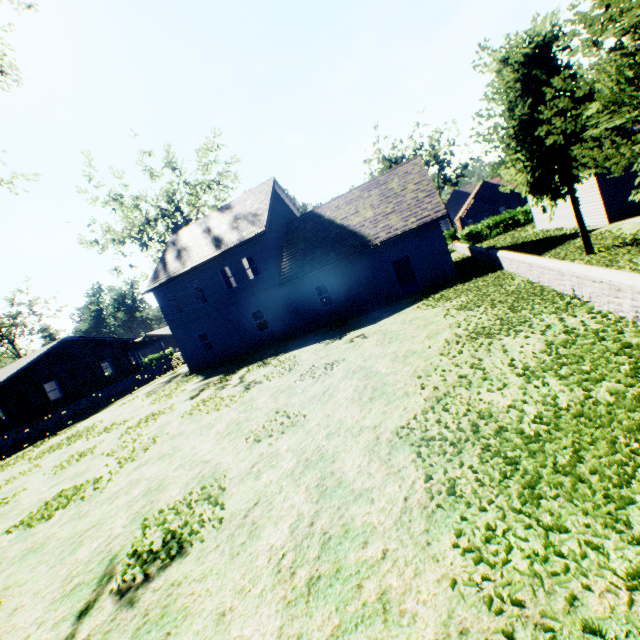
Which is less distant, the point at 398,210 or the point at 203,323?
the point at 398,210

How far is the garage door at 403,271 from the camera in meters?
25.4 m

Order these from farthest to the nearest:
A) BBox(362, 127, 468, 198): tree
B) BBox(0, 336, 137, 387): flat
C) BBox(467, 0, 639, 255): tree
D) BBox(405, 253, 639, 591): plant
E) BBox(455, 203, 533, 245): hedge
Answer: BBox(362, 127, 468, 198): tree
BBox(455, 203, 533, 245): hedge
BBox(0, 336, 137, 387): flat
BBox(467, 0, 639, 255): tree
BBox(405, 253, 639, 591): plant

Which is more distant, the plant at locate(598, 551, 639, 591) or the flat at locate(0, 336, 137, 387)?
the flat at locate(0, 336, 137, 387)

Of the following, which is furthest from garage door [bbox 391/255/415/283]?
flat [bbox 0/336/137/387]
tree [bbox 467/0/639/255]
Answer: flat [bbox 0/336/137/387]

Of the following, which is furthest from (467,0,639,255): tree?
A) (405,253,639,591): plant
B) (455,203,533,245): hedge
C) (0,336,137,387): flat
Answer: (455,203,533,245): hedge

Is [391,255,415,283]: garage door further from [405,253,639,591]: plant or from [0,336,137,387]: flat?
[0,336,137,387]: flat

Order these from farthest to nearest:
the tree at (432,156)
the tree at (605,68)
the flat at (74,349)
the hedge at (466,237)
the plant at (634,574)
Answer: the tree at (432,156)
the hedge at (466,237)
the flat at (74,349)
the tree at (605,68)
the plant at (634,574)
